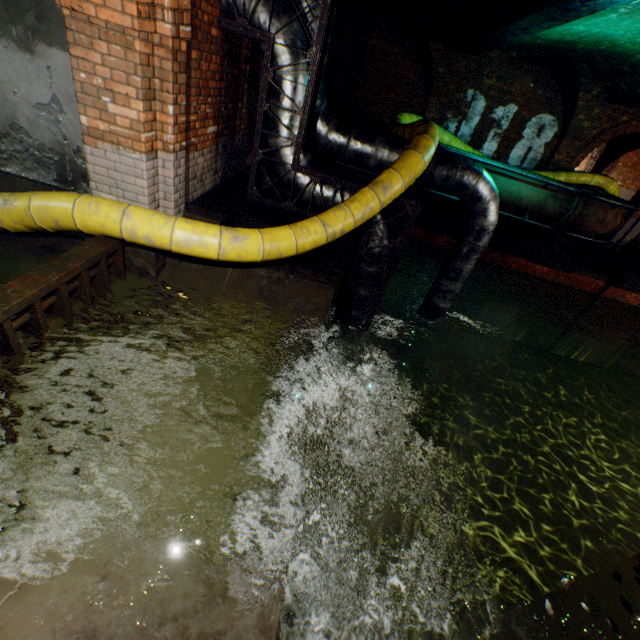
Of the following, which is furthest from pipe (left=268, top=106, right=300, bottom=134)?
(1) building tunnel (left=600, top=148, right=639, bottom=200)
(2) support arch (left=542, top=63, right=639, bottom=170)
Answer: (1) building tunnel (left=600, top=148, right=639, bottom=200)

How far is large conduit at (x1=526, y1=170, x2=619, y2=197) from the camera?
10.68m

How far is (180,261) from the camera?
4.3 meters

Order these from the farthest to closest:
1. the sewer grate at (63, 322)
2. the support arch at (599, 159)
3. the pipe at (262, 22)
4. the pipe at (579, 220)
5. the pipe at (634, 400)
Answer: the support arch at (599, 159) → the pipe at (634, 400) → the pipe at (579, 220) → the pipe at (262, 22) → the sewer grate at (63, 322)

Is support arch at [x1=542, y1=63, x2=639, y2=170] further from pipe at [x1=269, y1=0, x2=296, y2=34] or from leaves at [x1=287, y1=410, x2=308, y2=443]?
leaves at [x1=287, y1=410, x2=308, y2=443]

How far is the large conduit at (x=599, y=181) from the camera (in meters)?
10.68

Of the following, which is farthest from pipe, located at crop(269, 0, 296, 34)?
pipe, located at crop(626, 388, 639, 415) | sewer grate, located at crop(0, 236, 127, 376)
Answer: pipe, located at crop(626, 388, 639, 415)

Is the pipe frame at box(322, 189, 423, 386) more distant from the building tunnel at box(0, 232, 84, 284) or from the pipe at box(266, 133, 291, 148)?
the building tunnel at box(0, 232, 84, 284)
